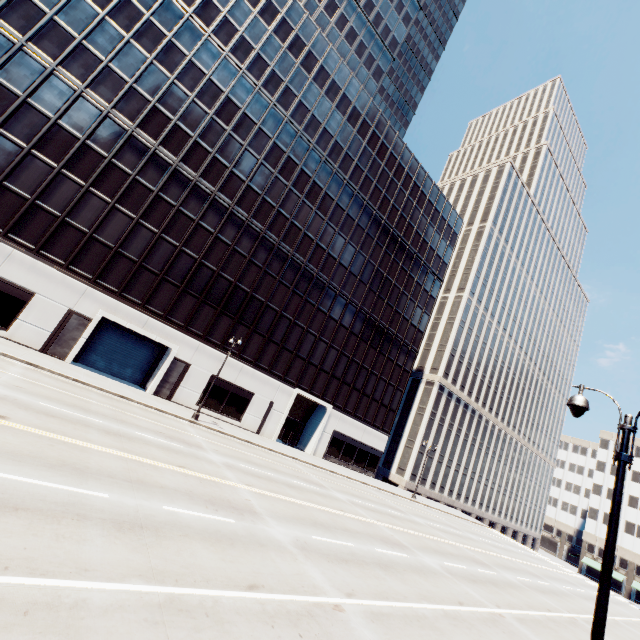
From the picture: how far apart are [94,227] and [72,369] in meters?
11.4 m

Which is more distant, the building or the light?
the building

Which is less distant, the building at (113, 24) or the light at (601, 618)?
the light at (601, 618)
